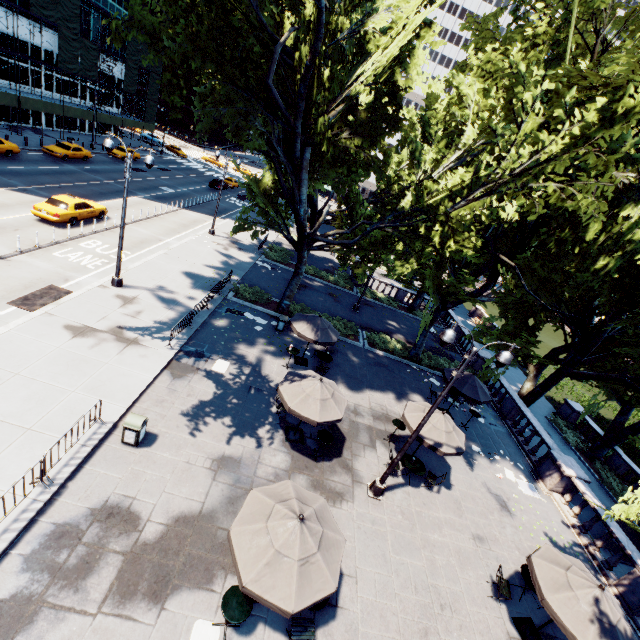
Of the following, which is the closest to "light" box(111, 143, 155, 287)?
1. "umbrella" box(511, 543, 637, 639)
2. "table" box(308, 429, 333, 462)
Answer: "table" box(308, 429, 333, 462)

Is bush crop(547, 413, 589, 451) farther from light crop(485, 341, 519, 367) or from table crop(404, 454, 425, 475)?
light crop(485, 341, 519, 367)

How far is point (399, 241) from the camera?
15.7 meters

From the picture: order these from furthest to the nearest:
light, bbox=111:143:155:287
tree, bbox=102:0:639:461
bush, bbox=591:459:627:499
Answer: bush, bbox=591:459:627:499 < light, bbox=111:143:155:287 < tree, bbox=102:0:639:461

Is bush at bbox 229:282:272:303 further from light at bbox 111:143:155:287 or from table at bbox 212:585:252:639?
table at bbox 212:585:252:639

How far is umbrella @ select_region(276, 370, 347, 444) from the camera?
11.2 meters

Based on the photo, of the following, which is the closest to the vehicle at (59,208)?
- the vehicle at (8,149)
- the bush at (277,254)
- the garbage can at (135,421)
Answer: the vehicle at (8,149)

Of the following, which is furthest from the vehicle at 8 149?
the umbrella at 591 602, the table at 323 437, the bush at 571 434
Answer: the bush at 571 434
